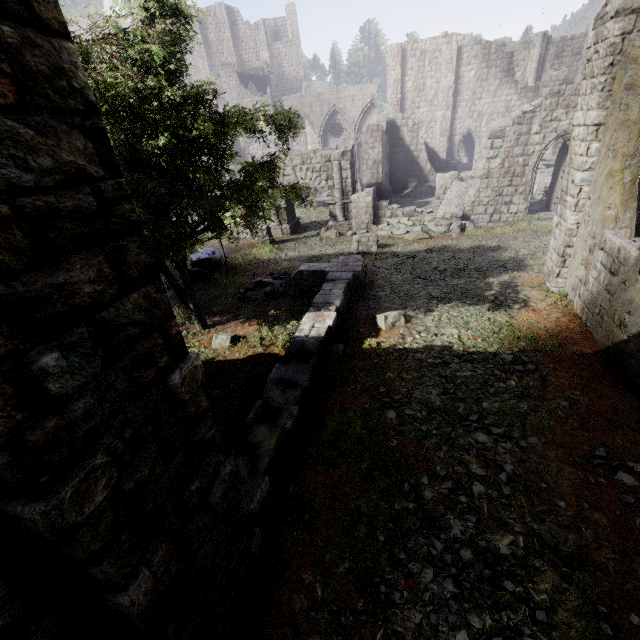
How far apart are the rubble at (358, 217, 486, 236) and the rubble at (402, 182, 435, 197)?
7.75m

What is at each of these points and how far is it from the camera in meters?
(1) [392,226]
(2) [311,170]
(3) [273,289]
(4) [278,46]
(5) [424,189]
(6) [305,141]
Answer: (1) rubble, 19.5
(2) stone arch, 19.8
(3) rubble, 12.5
(4) building, 47.9
(5) rubble, 26.4
(6) building, 37.0

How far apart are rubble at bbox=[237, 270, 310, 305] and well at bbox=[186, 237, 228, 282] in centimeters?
258cm

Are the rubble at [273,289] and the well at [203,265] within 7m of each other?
yes

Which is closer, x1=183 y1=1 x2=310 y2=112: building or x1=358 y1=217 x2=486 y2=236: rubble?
x1=358 y1=217 x2=486 y2=236: rubble

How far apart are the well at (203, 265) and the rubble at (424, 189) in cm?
1664

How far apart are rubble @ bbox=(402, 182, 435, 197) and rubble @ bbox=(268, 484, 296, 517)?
25.8m

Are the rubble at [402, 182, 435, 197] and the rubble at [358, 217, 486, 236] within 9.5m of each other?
yes
